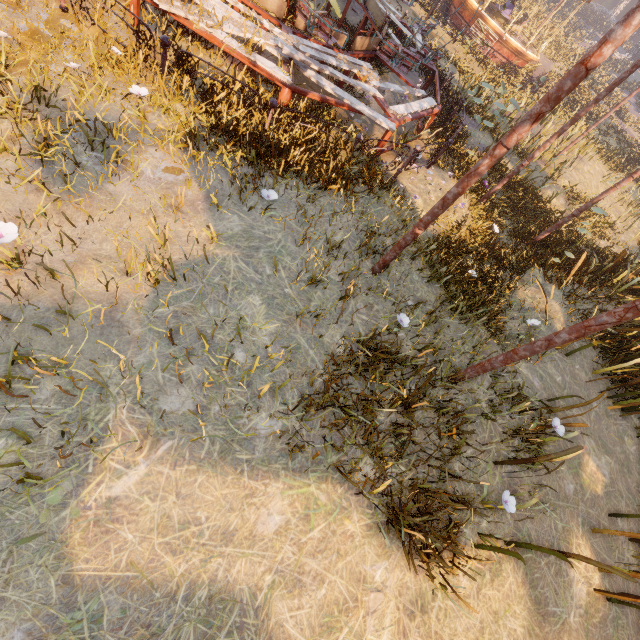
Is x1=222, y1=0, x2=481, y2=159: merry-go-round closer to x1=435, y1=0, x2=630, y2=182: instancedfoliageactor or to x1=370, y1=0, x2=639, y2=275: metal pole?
x1=370, y1=0, x2=639, y2=275: metal pole

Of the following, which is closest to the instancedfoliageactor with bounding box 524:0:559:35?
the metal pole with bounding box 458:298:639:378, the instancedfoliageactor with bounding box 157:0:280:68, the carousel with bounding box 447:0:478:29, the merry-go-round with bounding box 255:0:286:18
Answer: the carousel with bounding box 447:0:478:29

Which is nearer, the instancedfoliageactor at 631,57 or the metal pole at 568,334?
the metal pole at 568,334

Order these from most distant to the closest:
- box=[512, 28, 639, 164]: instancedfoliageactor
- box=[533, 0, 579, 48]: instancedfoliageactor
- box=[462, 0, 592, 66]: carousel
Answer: box=[533, 0, 579, 48]: instancedfoliageactor → box=[462, 0, 592, 66]: carousel → box=[512, 28, 639, 164]: instancedfoliageactor

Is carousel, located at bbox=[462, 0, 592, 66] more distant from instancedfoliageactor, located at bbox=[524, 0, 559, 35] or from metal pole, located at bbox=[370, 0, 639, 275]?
metal pole, located at bbox=[370, 0, 639, 275]

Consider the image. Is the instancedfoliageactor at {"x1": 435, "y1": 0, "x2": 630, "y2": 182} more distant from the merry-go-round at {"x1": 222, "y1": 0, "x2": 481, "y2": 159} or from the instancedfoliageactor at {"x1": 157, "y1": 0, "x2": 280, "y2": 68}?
the instancedfoliageactor at {"x1": 157, "y1": 0, "x2": 280, "y2": 68}

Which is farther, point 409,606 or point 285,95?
point 285,95

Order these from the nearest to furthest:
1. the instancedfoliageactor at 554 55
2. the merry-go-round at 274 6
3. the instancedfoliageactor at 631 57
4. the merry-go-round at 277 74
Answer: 1. the merry-go-round at 277 74
2. the merry-go-round at 274 6
3. the instancedfoliageactor at 554 55
4. the instancedfoliageactor at 631 57
